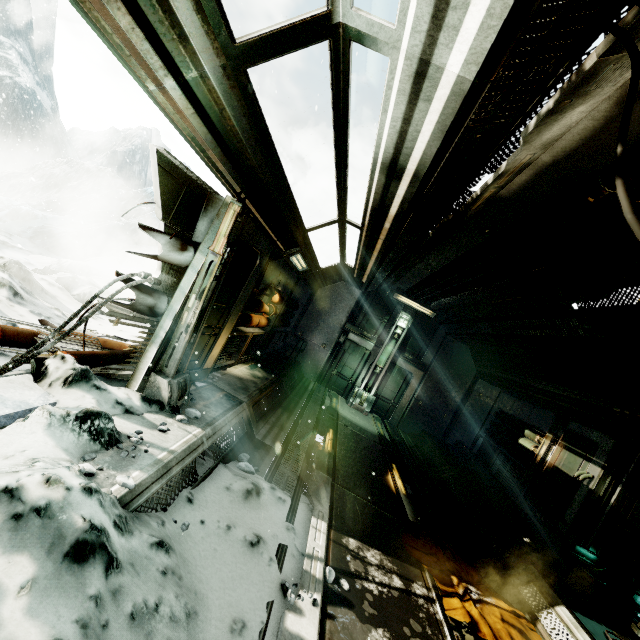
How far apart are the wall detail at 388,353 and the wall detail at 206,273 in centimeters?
801cm

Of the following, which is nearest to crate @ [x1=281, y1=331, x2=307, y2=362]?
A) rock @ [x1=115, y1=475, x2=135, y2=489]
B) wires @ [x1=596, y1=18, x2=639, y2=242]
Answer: rock @ [x1=115, y1=475, x2=135, y2=489]

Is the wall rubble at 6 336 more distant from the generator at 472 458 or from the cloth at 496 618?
the generator at 472 458

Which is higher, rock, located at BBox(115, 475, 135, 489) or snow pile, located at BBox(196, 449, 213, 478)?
rock, located at BBox(115, 475, 135, 489)

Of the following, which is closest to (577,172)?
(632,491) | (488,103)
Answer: (488,103)

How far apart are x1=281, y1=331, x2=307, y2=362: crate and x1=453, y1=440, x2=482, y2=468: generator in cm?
632

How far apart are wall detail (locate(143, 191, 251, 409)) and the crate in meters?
7.0

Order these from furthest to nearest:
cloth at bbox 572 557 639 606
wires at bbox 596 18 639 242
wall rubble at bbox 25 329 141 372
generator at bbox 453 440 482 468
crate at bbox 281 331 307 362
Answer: crate at bbox 281 331 307 362
generator at bbox 453 440 482 468
cloth at bbox 572 557 639 606
wall rubble at bbox 25 329 141 372
wires at bbox 596 18 639 242
